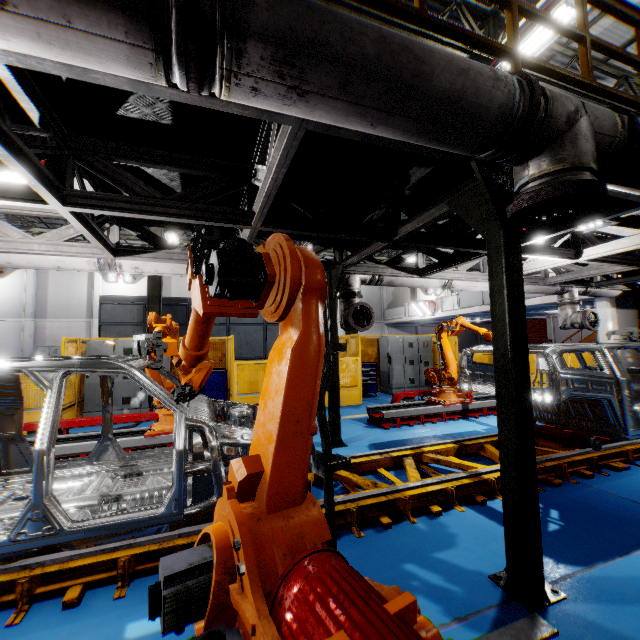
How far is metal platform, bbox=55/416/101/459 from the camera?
5.2 meters

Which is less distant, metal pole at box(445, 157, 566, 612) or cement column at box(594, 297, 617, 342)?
metal pole at box(445, 157, 566, 612)

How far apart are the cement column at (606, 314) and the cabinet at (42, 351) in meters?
30.2

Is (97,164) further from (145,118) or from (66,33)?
(66,33)

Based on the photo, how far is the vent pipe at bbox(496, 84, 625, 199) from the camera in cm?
211

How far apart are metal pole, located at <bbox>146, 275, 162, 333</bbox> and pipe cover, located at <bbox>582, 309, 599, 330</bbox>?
12.9 meters

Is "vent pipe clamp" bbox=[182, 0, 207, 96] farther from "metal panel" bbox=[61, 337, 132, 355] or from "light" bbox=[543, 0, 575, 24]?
"light" bbox=[543, 0, 575, 24]

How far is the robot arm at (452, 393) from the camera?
7.70m
